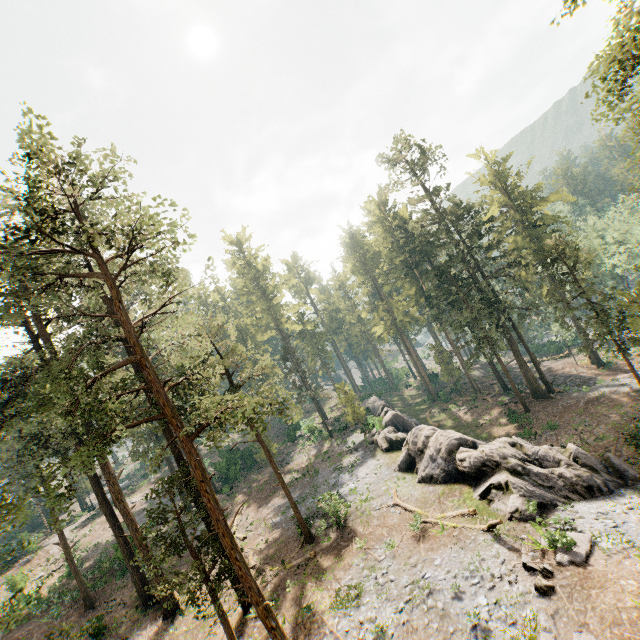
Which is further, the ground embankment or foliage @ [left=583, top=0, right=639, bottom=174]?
the ground embankment

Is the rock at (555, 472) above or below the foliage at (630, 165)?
below

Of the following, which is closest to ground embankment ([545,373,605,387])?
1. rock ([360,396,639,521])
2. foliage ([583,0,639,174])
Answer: foliage ([583,0,639,174])

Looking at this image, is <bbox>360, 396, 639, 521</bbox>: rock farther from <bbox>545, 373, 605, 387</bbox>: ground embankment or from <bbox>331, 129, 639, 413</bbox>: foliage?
<bbox>545, 373, 605, 387</bbox>: ground embankment

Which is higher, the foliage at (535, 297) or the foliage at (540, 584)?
the foliage at (535, 297)

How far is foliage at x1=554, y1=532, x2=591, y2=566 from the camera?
13.2m

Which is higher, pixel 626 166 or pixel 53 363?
pixel 53 363

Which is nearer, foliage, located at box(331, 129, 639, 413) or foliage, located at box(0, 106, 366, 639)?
foliage, located at box(0, 106, 366, 639)
